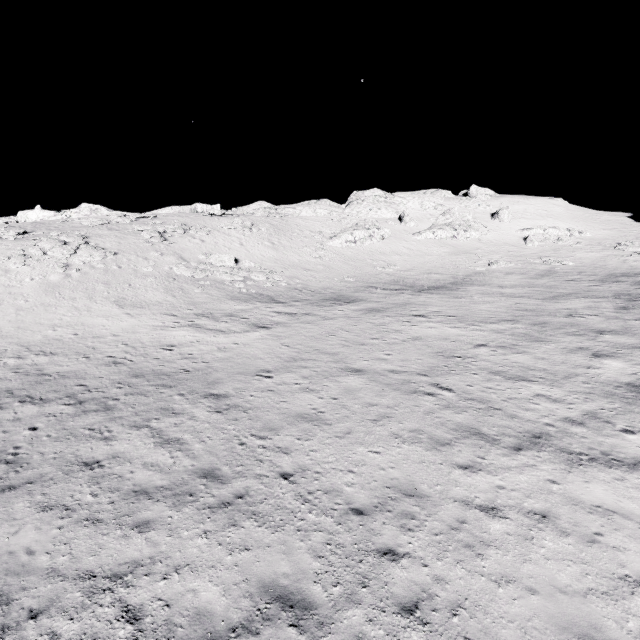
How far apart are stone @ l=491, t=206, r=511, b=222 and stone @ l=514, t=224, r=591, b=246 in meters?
3.5 m

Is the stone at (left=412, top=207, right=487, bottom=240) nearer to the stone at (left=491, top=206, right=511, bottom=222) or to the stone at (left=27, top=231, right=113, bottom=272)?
the stone at (left=491, top=206, right=511, bottom=222)

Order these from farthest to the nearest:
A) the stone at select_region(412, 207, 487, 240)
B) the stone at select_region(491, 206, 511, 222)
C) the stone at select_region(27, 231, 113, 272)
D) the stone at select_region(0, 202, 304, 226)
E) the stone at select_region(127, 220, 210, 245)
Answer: the stone at select_region(491, 206, 511, 222), the stone at select_region(412, 207, 487, 240), the stone at select_region(0, 202, 304, 226), the stone at select_region(127, 220, 210, 245), the stone at select_region(27, 231, 113, 272)

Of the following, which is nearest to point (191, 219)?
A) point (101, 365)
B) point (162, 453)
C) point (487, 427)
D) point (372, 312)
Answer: point (372, 312)

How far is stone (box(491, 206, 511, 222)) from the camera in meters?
57.6

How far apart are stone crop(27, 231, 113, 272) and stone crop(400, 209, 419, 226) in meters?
44.8

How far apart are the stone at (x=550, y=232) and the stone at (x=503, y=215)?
3.5m

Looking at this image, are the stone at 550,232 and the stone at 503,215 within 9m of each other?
yes
